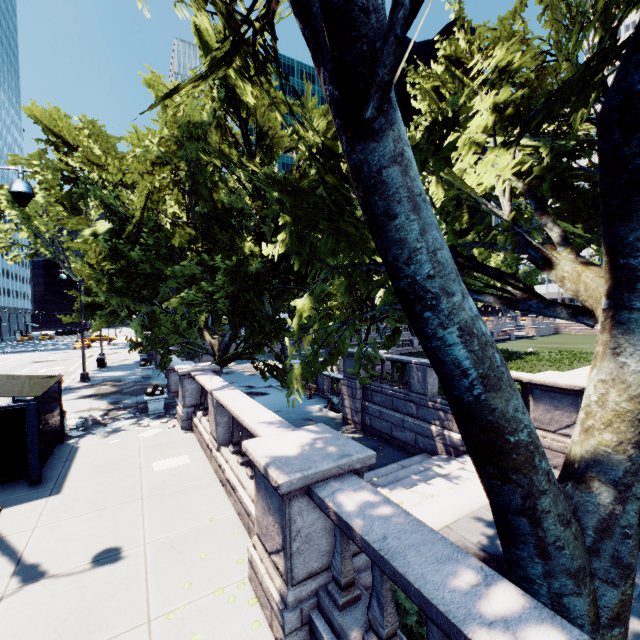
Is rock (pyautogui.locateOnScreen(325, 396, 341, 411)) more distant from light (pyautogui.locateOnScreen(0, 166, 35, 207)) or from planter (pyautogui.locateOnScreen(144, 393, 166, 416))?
light (pyautogui.locateOnScreen(0, 166, 35, 207))

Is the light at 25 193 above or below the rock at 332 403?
above

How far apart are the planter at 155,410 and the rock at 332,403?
8.8m

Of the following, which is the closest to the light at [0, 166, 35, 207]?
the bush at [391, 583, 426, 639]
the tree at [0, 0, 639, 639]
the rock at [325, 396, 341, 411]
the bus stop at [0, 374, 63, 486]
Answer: the bus stop at [0, 374, 63, 486]

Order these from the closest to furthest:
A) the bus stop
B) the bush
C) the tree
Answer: the tree, the bush, the bus stop

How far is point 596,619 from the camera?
2.5m

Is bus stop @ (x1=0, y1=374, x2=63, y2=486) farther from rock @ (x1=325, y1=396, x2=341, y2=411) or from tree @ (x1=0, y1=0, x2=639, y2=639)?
rock @ (x1=325, y1=396, x2=341, y2=411)

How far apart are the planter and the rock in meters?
8.8 m
